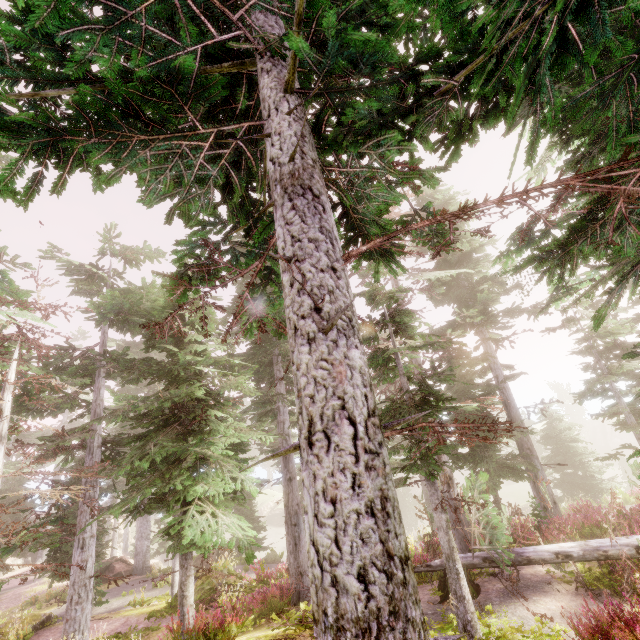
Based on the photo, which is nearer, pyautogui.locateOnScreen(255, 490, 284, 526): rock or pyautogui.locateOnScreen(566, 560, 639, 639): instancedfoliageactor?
pyautogui.locateOnScreen(566, 560, 639, 639): instancedfoliageactor

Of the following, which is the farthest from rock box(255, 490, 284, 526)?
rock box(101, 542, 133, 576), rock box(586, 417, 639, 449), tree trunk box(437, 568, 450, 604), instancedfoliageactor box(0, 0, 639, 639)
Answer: tree trunk box(437, 568, 450, 604)

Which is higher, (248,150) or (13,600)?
(248,150)

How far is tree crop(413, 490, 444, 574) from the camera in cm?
997

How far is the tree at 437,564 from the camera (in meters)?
9.97

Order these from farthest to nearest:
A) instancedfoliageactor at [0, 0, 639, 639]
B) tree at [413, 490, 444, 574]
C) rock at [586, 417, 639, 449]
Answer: rock at [586, 417, 639, 449], tree at [413, 490, 444, 574], instancedfoliageactor at [0, 0, 639, 639]

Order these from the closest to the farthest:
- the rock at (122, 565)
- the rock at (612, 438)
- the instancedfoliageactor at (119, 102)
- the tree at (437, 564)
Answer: the instancedfoliageactor at (119, 102) → the tree at (437, 564) → the rock at (122, 565) → the rock at (612, 438)

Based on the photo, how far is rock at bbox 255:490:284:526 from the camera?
52.5 meters
